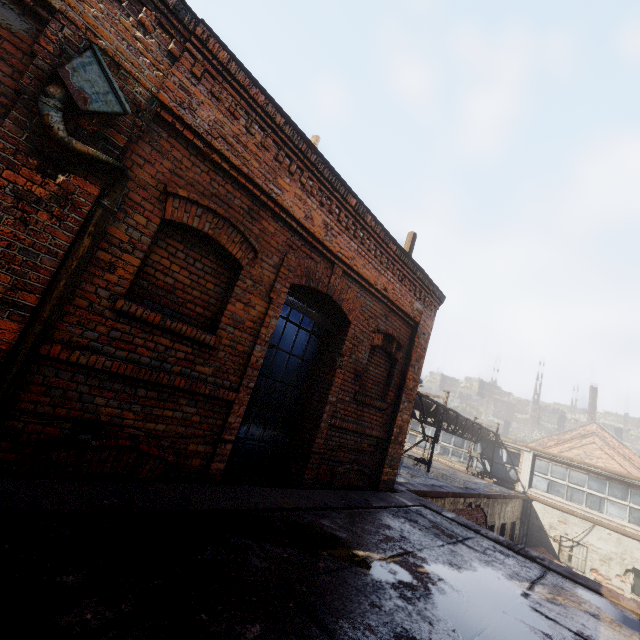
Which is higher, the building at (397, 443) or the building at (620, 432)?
the building at (620, 432)

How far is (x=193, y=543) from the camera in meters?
2.5

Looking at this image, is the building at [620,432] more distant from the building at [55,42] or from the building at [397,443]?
the building at [55,42]

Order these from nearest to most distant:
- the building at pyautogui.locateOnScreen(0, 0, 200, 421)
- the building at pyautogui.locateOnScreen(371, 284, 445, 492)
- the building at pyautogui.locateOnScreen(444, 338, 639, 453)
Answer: the building at pyautogui.locateOnScreen(0, 0, 200, 421) < the building at pyautogui.locateOnScreen(371, 284, 445, 492) < the building at pyautogui.locateOnScreen(444, 338, 639, 453)

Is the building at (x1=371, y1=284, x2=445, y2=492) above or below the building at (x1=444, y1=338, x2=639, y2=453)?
below

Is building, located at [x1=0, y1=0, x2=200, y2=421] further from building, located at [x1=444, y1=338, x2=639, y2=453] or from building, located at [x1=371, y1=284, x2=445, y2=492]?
building, located at [x1=444, y1=338, x2=639, y2=453]
